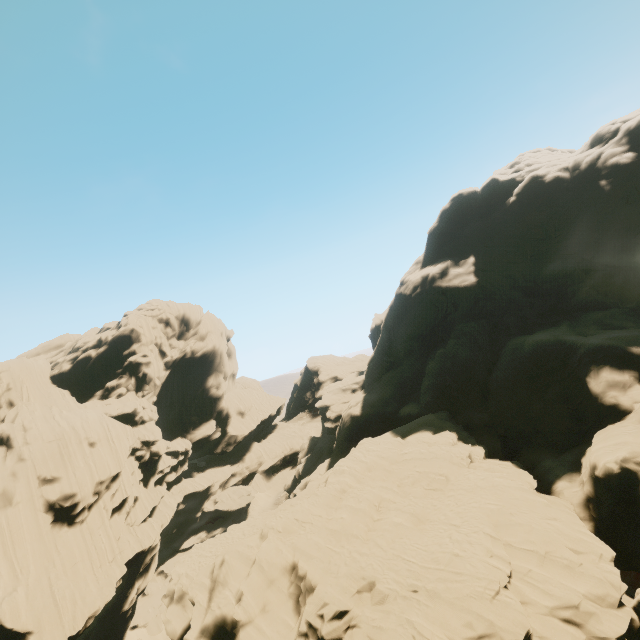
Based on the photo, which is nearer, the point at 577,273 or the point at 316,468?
the point at 577,273
